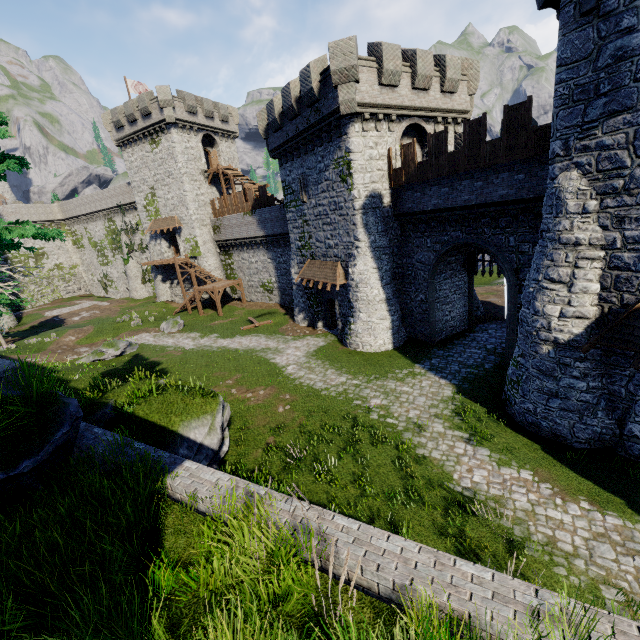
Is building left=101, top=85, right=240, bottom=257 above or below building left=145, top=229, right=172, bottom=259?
above

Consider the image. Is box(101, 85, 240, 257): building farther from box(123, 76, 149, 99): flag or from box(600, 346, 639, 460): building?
box(600, 346, 639, 460): building

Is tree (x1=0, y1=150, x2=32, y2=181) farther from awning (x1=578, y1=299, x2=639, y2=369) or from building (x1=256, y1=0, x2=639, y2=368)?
awning (x1=578, y1=299, x2=639, y2=369)

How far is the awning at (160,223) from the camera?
37.75m

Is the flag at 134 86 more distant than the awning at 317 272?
Yes

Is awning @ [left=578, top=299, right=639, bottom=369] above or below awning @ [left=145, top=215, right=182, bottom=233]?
below

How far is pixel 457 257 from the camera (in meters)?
20.25

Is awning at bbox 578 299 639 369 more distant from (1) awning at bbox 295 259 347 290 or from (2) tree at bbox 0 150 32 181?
(2) tree at bbox 0 150 32 181
